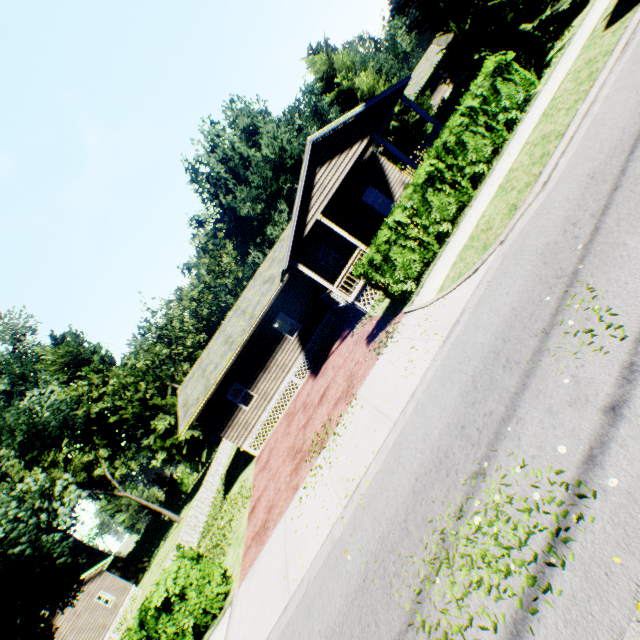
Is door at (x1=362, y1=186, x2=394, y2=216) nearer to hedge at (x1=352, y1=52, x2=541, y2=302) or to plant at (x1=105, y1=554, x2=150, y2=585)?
hedge at (x1=352, y1=52, x2=541, y2=302)

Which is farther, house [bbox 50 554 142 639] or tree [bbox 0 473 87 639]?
house [bbox 50 554 142 639]

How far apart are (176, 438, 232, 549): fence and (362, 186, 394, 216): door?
23.7 meters

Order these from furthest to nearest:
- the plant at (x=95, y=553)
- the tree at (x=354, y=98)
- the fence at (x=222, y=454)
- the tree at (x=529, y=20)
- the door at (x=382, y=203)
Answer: the plant at (x=95, y=553)
the tree at (x=354, y=98)
the door at (x=382, y=203)
the fence at (x=222, y=454)
the tree at (x=529, y=20)

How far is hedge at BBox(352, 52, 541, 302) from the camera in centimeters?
1077cm

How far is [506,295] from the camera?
6.1m

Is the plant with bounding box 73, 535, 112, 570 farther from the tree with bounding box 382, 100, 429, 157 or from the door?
the tree with bounding box 382, 100, 429, 157

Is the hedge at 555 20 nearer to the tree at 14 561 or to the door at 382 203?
the door at 382 203
